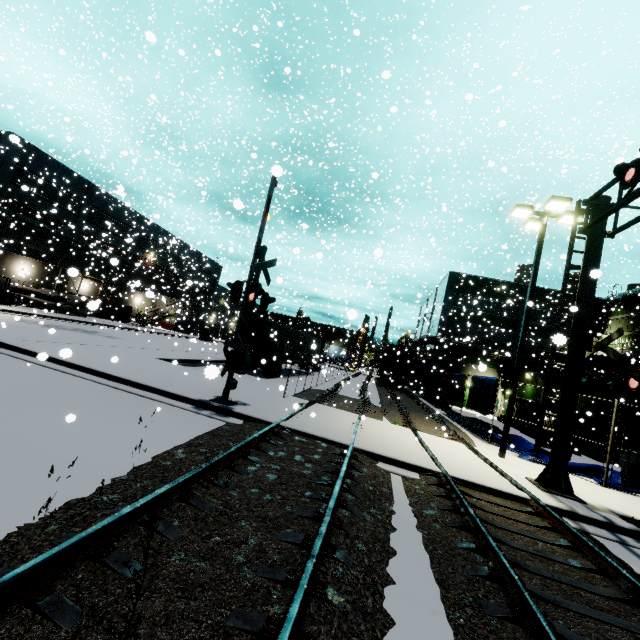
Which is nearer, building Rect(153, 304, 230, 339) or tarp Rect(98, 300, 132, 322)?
tarp Rect(98, 300, 132, 322)

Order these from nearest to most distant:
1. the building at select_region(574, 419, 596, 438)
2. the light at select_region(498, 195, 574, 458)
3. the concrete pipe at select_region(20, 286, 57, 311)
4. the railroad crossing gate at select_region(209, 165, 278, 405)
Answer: the railroad crossing gate at select_region(209, 165, 278, 405) → the light at select_region(498, 195, 574, 458) → the building at select_region(574, 419, 596, 438) → the concrete pipe at select_region(20, 286, 57, 311)

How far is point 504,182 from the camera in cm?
5100

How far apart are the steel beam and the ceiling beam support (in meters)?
0.47

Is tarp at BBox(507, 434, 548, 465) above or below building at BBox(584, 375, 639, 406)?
below

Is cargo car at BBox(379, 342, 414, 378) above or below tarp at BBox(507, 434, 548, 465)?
above

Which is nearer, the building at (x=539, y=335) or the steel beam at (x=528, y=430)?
the steel beam at (x=528, y=430)

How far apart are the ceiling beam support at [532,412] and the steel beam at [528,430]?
0.47m
